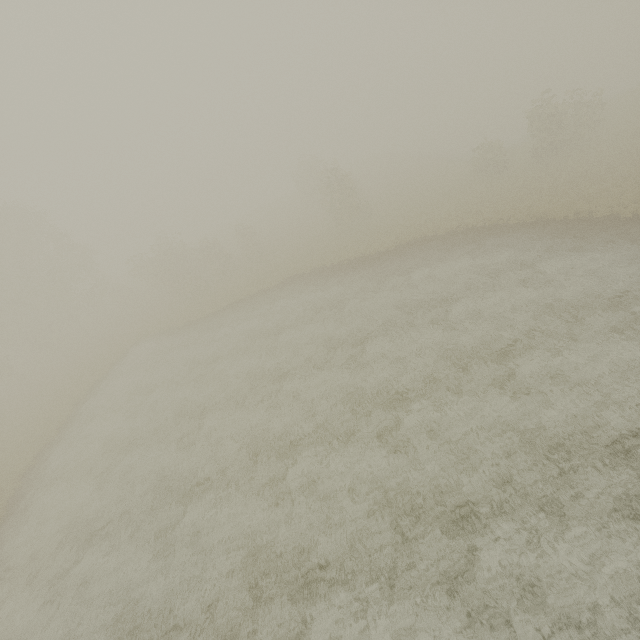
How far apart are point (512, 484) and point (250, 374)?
14.70m
